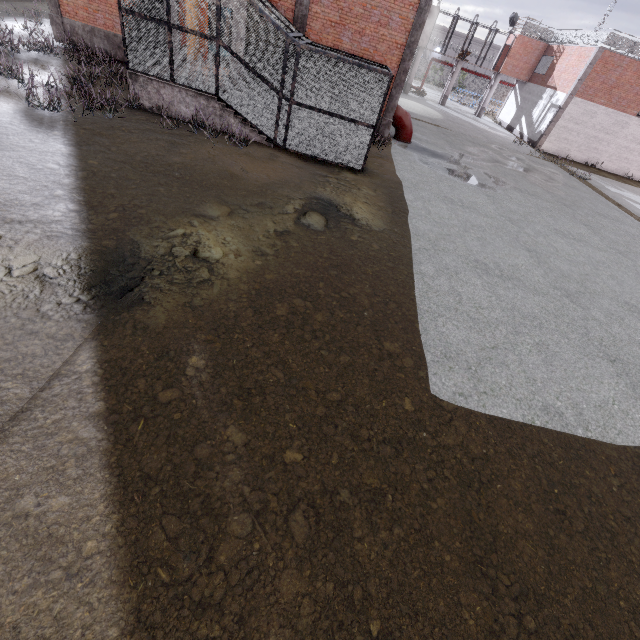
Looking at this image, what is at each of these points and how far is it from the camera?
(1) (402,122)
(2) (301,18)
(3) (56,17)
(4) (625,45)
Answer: (1) pipe, 16.9 meters
(2) column, 13.8 meters
(3) column, 14.6 meters
(4) metal railing, 24.0 meters

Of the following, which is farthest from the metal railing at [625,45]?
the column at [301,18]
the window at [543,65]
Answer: the column at [301,18]

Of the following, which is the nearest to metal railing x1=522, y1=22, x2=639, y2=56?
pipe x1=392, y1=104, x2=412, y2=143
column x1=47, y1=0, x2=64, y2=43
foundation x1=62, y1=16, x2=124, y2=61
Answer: pipe x1=392, y1=104, x2=412, y2=143

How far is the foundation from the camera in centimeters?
1474cm

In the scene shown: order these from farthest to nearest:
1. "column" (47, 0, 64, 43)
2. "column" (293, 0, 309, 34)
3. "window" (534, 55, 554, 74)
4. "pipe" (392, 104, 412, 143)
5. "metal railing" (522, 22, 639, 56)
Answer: "window" (534, 55, 554, 74), "metal railing" (522, 22, 639, 56), "pipe" (392, 104, 412, 143), "column" (47, 0, 64, 43), "column" (293, 0, 309, 34)

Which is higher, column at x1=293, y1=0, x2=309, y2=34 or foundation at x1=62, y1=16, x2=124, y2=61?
column at x1=293, y1=0, x2=309, y2=34

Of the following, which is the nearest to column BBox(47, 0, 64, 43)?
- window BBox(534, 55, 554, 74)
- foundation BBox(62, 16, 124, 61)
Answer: foundation BBox(62, 16, 124, 61)

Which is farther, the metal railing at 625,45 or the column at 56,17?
the metal railing at 625,45
